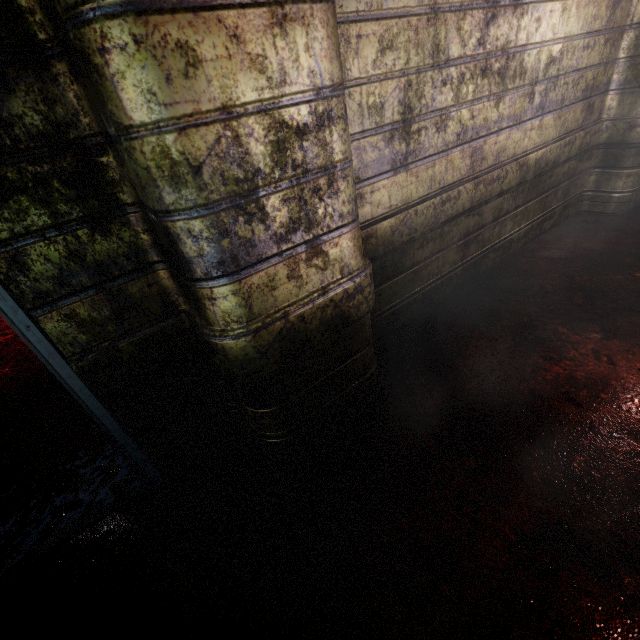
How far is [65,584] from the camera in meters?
1.1 m
